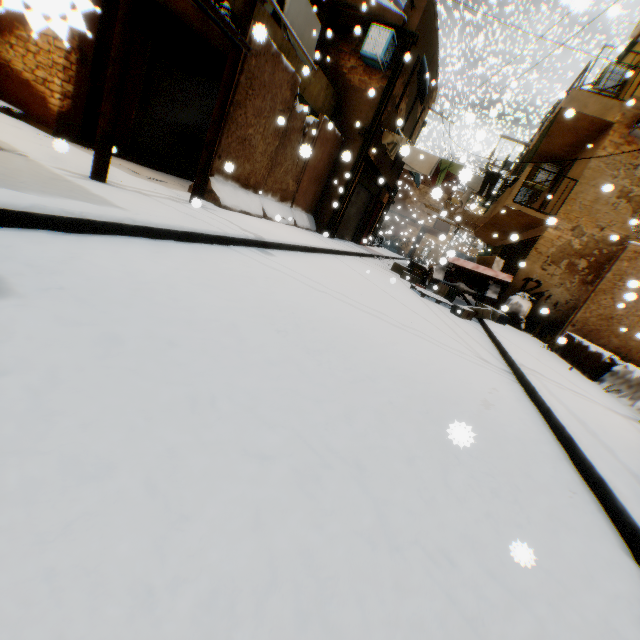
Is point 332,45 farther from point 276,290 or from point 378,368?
point 378,368

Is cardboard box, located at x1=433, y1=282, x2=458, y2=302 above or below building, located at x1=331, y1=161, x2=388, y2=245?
below

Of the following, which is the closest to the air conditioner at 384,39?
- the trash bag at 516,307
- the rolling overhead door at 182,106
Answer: the rolling overhead door at 182,106

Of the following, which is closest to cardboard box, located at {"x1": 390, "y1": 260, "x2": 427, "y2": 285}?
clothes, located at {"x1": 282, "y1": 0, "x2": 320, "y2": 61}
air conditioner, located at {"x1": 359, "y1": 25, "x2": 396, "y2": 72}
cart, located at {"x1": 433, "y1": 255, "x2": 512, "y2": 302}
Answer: cart, located at {"x1": 433, "y1": 255, "x2": 512, "y2": 302}

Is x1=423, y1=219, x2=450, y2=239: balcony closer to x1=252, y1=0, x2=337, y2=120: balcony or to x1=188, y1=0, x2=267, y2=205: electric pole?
x1=252, y1=0, x2=337, y2=120: balcony

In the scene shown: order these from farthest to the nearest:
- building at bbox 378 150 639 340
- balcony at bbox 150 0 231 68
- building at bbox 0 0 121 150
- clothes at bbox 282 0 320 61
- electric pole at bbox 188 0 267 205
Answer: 1. building at bbox 378 150 639 340
2. clothes at bbox 282 0 320 61
3. balcony at bbox 150 0 231 68
4. electric pole at bbox 188 0 267 205
5. building at bbox 0 0 121 150

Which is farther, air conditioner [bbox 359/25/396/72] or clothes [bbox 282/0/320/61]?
air conditioner [bbox 359/25/396/72]

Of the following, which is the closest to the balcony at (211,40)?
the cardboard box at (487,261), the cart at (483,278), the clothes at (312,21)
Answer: the clothes at (312,21)
